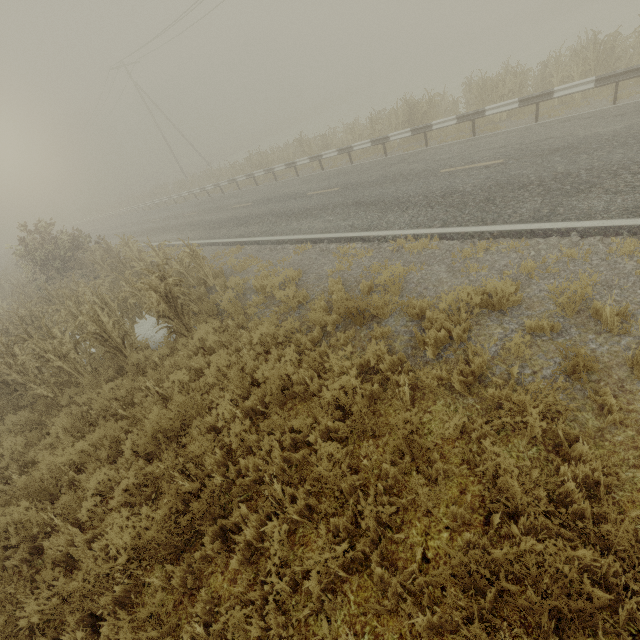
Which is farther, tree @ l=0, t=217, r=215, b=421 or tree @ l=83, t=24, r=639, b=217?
tree @ l=83, t=24, r=639, b=217

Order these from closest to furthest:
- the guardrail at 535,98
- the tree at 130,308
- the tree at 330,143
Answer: the tree at 130,308, the guardrail at 535,98, the tree at 330,143

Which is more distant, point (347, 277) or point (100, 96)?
point (100, 96)

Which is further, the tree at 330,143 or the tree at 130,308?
the tree at 330,143

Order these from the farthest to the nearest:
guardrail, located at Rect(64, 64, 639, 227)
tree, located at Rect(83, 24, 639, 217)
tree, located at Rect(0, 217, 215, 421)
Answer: tree, located at Rect(83, 24, 639, 217), guardrail, located at Rect(64, 64, 639, 227), tree, located at Rect(0, 217, 215, 421)

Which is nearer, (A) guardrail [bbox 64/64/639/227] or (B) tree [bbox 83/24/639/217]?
(A) guardrail [bbox 64/64/639/227]
